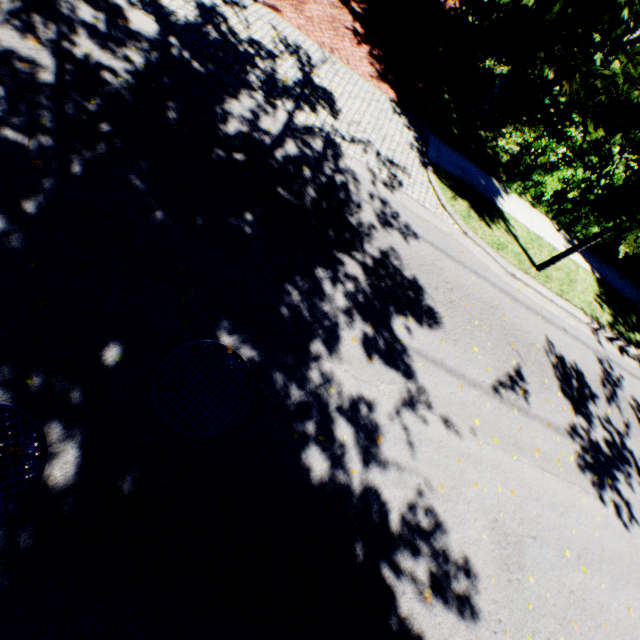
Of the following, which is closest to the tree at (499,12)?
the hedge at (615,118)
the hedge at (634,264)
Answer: the hedge at (634,264)

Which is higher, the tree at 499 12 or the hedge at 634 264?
the tree at 499 12

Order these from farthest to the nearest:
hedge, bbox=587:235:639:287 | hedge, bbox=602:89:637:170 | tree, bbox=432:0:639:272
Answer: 1. hedge, bbox=602:89:637:170
2. hedge, bbox=587:235:639:287
3. tree, bbox=432:0:639:272

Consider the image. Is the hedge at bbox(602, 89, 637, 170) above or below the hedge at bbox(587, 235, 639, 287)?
above

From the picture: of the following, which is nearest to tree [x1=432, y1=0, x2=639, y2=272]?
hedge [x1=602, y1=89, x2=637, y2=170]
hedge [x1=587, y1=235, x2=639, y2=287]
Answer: hedge [x1=587, y1=235, x2=639, y2=287]

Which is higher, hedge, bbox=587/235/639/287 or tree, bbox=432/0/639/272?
tree, bbox=432/0/639/272

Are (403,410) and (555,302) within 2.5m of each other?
no

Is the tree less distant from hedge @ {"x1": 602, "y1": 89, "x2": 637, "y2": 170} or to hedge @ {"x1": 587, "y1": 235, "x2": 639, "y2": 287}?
hedge @ {"x1": 587, "y1": 235, "x2": 639, "y2": 287}
